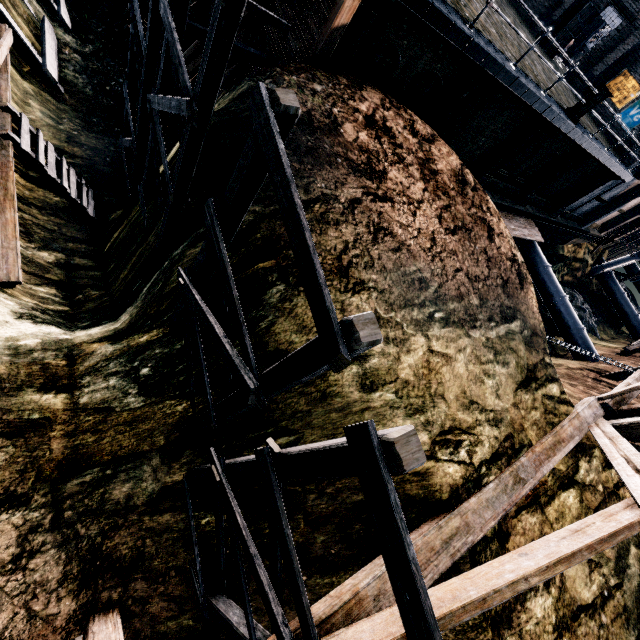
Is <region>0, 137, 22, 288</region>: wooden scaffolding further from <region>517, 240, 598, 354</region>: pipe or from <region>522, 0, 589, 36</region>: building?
<region>517, 240, 598, 354</region>: pipe

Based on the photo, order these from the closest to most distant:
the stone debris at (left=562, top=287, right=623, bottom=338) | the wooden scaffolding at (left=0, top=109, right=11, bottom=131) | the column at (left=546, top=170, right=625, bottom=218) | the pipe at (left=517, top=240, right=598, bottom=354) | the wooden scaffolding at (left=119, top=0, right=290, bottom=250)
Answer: the wooden scaffolding at (left=119, top=0, right=290, bottom=250) → the wooden scaffolding at (left=0, top=109, right=11, bottom=131) → the column at (left=546, top=170, right=625, bottom=218) → the pipe at (left=517, top=240, right=598, bottom=354) → the stone debris at (left=562, top=287, right=623, bottom=338)

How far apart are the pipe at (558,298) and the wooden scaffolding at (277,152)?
30.1 meters

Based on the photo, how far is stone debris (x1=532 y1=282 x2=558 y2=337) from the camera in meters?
28.0

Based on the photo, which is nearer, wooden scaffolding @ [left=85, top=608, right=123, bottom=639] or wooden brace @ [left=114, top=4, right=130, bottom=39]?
wooden scaffolding @ [left=85, top=608, right=123, bottom=639]

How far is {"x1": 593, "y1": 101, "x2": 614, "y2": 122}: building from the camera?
22.8m

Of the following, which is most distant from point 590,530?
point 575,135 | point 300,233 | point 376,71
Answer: point 575,135

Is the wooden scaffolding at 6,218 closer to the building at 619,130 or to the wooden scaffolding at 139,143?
the wooden scaffolding at 139,143
